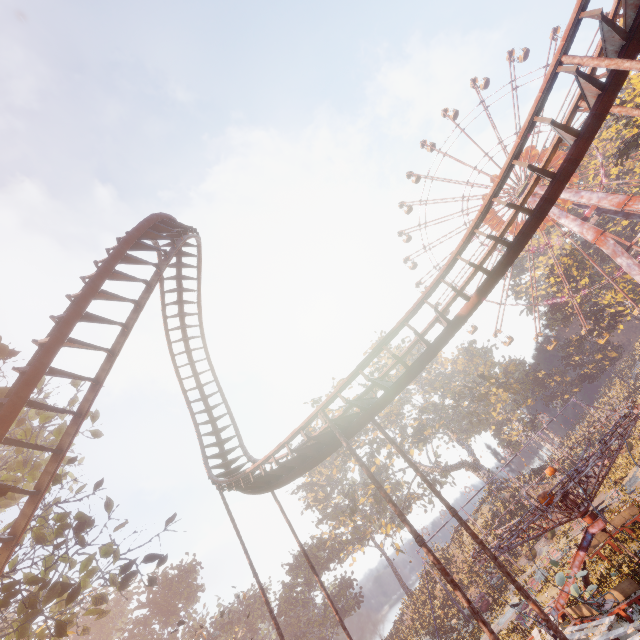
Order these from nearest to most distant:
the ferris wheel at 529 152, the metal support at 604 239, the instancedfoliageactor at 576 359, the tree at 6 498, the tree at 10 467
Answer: the tree at 6 498 < the tree at 10 467 < the metal support at 604 239 < the ferris wheel at 529 152 < the instancedfoliageactor at 576 359

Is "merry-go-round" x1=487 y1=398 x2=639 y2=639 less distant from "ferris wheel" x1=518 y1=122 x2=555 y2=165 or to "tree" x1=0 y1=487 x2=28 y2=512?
"tree" x1=0 y1=487 x2=28 y2=512

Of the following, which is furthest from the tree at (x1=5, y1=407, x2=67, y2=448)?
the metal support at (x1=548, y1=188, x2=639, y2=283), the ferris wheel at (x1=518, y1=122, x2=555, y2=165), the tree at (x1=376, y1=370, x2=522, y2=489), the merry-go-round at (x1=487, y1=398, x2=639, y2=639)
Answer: the ferris wheel at (x1=518, y1=122, x2=555, y2=165)

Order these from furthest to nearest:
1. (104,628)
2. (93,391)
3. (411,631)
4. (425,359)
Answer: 1. (104,628)
2. (411,631)
3. (425,359)
4. (93,391)

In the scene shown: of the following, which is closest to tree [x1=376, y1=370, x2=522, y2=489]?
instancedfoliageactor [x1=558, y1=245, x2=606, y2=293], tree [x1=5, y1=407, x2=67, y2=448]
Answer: instancedfoliageactor [x1=558, y1=245, x2=606, y2=293]

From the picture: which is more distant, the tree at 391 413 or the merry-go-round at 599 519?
the tree at 391 413

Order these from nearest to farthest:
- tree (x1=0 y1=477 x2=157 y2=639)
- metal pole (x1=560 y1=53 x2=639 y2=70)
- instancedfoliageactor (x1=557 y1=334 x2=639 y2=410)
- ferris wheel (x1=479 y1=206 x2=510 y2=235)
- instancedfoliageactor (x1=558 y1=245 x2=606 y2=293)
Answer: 1. metal pole (x1=560 y1=53 x2=639 y2=70)
2. tree (x1=0 y1=477 x2=157 y2=639)
3. ferris wheel (x1=479 y1=206 x2=510 y2=235)
4. instancedfoliageactor (x1=558 y1=245 x2=606 y2=293)
5. instancedfoliageactor (x1=557 y1=334 x2=639 y2=410)

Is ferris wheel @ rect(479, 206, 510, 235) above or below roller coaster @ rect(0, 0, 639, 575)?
above
